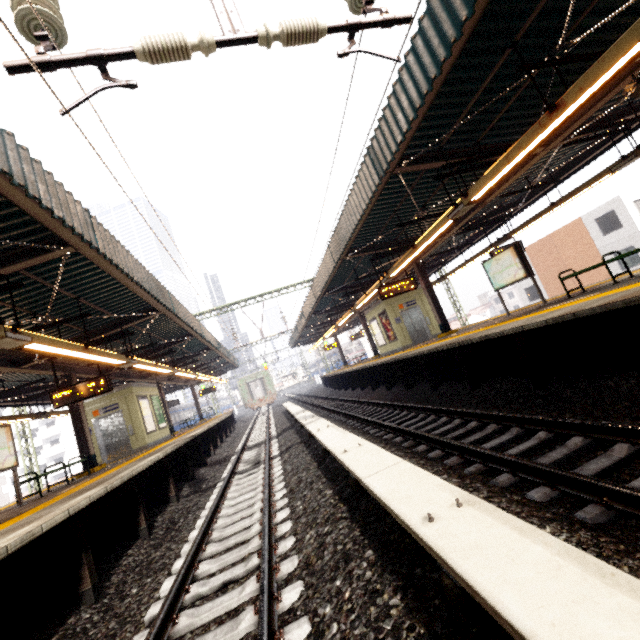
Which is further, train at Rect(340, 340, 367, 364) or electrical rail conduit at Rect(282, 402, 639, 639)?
train at Rect(340, 340, 367, 364)

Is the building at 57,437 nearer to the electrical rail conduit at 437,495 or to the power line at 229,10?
the electrical rail conduit at 437,495

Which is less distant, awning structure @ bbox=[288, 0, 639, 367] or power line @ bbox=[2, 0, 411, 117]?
power line @ bbox=[2, 0, 411, 117]

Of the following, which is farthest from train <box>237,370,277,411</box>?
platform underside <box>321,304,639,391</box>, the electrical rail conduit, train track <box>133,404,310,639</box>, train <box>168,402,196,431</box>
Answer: the electrical rail conduit

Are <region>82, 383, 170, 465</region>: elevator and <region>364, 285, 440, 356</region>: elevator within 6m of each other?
no

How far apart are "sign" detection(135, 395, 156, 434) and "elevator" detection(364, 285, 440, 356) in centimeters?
1259cm

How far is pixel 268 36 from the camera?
3.41m

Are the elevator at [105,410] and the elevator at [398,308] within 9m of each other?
no
